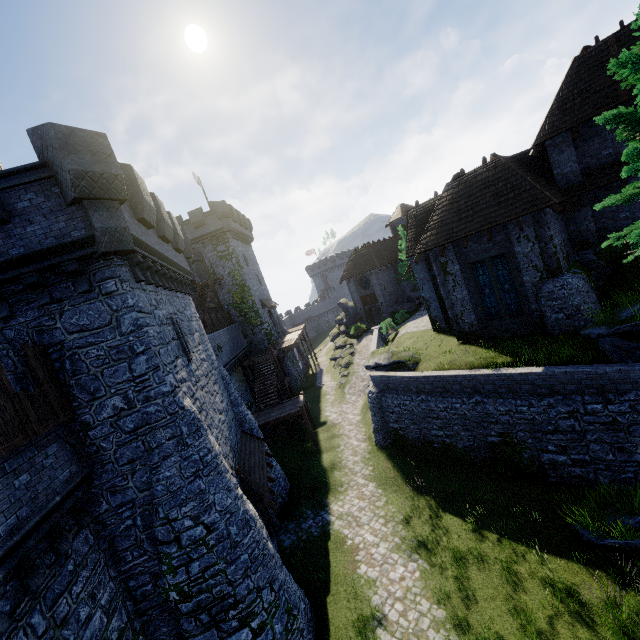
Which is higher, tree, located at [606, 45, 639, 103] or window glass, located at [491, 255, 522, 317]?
tree, located at [606, 45, 639, 103]

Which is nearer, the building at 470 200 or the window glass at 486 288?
the building at 470 200

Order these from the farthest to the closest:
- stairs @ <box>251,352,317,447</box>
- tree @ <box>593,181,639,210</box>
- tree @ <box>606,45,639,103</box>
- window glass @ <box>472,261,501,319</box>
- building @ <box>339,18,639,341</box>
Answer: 1. stairs @ <box>251,352,317,447</box>
2. window glass @ <box>472,261,501,319</box>
3. building @ <box>339,18,639,341</box>
4. tree @ <box>593,181,639,210</box>
5. tree @ <box>606,45,639,103</box>

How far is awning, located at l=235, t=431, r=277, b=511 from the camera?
12.31m

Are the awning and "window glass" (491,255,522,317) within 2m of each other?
no

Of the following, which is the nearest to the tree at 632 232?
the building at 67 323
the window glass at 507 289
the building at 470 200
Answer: the building at 470 200

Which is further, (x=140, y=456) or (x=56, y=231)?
(x=140, y=456)

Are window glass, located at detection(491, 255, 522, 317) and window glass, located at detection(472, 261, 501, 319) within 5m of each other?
yes
